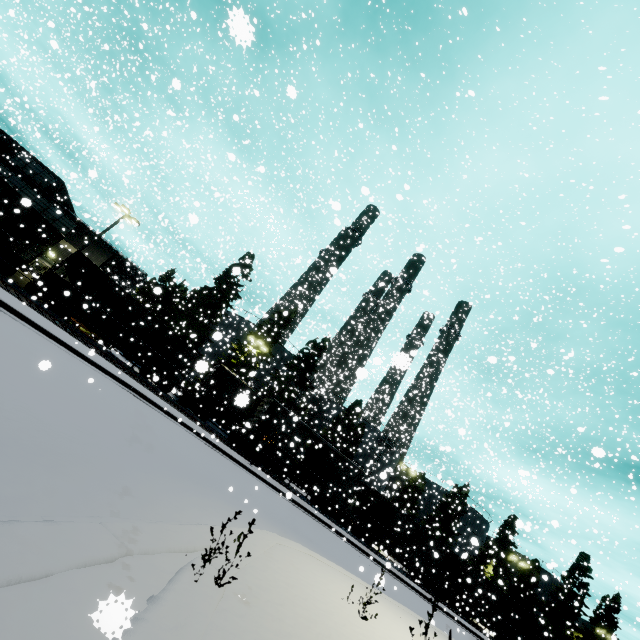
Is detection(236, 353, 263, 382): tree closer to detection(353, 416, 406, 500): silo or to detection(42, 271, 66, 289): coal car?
detection(353, 416, 406, 500): silo

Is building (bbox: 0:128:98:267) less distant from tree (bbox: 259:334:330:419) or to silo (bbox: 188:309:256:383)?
tree (bbox: 259:334:330:419)

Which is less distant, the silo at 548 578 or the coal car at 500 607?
the coal car at 500 607

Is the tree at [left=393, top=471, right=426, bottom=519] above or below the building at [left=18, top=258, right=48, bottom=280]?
above

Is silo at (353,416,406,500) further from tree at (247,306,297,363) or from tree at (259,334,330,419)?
tree at (247,306,297,363)

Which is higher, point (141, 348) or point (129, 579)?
point (141, 348)

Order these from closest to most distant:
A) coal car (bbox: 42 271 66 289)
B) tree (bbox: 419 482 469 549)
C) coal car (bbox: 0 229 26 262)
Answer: coal car (bbox: 0 229 26 262) → coal car (bbox: 42 271 66 289) → tree (bbox: 419 482 469 549)

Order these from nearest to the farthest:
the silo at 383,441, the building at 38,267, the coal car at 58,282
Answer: the coal car at 58,282, the building at 38,267, the silo at 383,441
